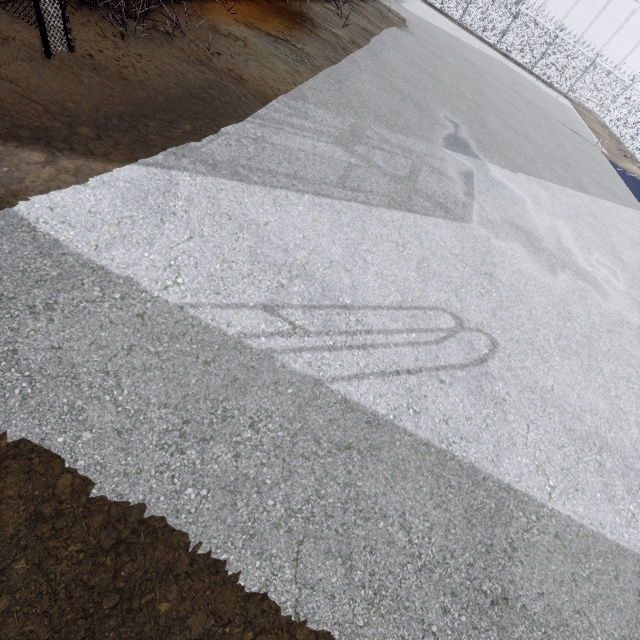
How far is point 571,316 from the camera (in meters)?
6.12
